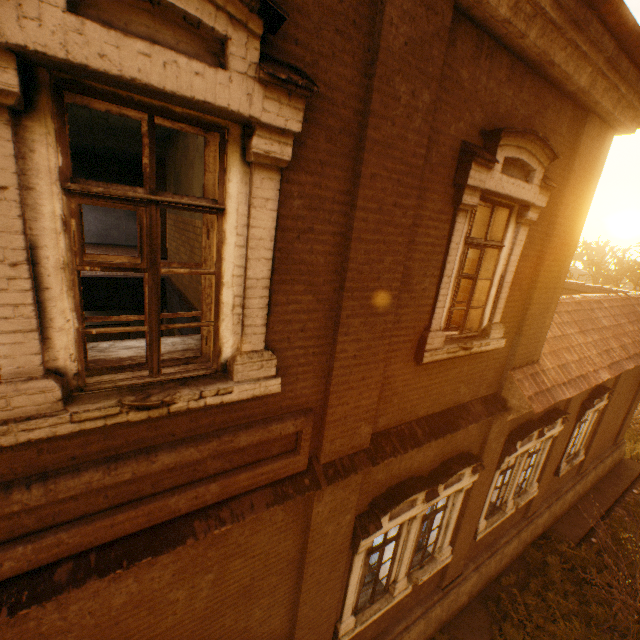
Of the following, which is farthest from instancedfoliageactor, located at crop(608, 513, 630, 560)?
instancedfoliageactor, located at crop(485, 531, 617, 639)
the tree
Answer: the tree

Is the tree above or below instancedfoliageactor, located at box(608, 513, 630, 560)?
above

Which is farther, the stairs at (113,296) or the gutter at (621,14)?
the stairs at (113,296)

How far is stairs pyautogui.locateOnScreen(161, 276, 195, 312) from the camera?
7.88m

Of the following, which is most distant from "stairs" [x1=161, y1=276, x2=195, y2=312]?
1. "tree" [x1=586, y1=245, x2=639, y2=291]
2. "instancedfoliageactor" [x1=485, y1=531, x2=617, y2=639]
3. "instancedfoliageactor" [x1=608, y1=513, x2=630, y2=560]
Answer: "instancedfoliageactor" [x1=608, y1=513, x2=630, y2=560]

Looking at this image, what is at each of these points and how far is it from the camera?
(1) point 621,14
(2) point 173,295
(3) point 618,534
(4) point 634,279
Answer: (1) gutter, 3.0m
(2) stairs, 9.1m
(3) instancedfoliageactor, 10.4m
(4) tree, 34.4m

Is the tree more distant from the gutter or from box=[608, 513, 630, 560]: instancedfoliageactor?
box=[608, 513, 630, 560]: instancedfoliageactor
